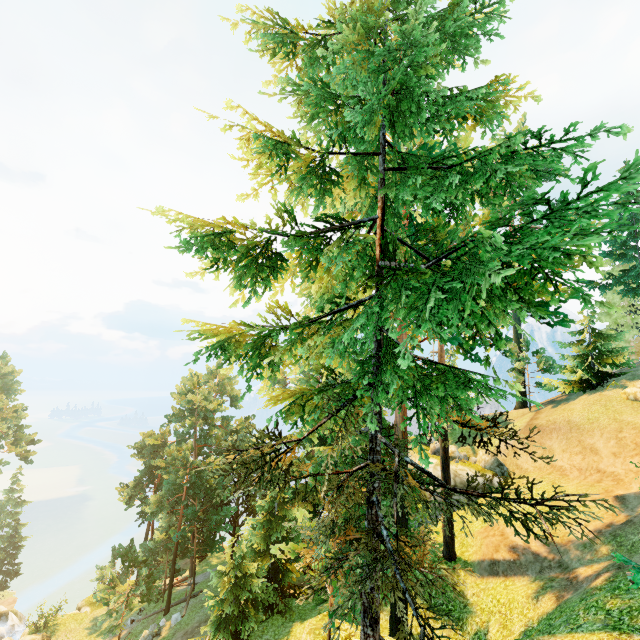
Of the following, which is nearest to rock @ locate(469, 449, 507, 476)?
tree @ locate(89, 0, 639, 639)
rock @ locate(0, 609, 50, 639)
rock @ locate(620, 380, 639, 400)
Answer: tree @ locate(89, 0, 639, 639)

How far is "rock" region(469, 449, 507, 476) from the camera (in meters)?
27.62

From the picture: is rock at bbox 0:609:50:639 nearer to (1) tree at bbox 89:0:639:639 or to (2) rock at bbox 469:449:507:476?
(1) tree at bbox 89:0:639:639

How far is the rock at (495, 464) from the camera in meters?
27.6

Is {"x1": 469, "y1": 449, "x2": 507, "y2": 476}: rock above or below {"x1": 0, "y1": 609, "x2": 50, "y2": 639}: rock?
above

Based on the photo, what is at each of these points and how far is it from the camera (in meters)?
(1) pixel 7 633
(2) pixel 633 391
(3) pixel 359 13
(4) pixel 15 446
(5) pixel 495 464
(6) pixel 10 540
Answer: (1) rock, 34.06
(2) rock, 23.14
(3) tree, 6.69
(4) tree, 38.22
(5) rock, 27.80
(6) tree, 44.59

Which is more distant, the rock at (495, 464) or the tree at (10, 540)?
the tree at (10, 540)
